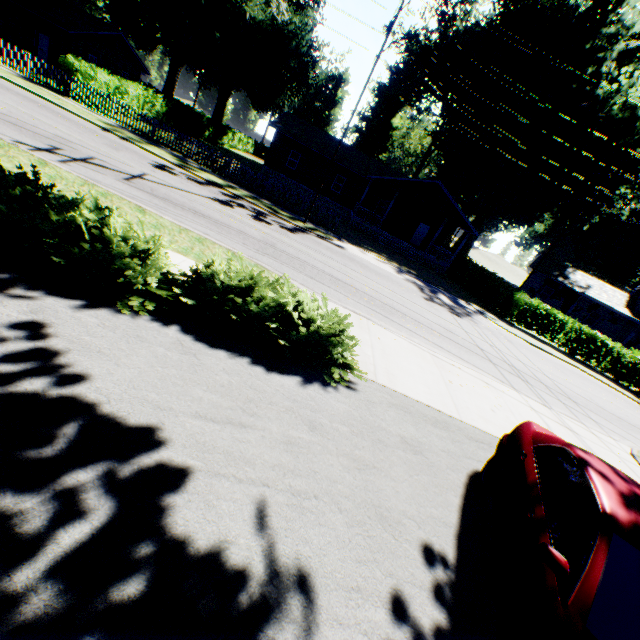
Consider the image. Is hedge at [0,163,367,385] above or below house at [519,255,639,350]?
below

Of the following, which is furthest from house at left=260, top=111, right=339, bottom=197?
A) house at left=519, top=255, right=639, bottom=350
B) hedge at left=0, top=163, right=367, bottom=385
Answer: hedge at left=0, top=163, right=367, bottom=385

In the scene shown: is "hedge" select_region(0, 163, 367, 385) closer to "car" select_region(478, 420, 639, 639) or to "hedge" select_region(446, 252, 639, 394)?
"car" select_region(478, 420, 639, 639)

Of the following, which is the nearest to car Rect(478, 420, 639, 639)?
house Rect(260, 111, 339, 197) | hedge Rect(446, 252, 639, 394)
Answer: hedge Rect(446, 252, 639, 394)

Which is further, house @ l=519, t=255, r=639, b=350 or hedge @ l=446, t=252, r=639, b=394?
house @ l=519, t=255, r=639, b=350

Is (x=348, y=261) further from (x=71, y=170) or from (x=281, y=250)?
(x=71, y=170)

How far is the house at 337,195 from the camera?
27.6m
